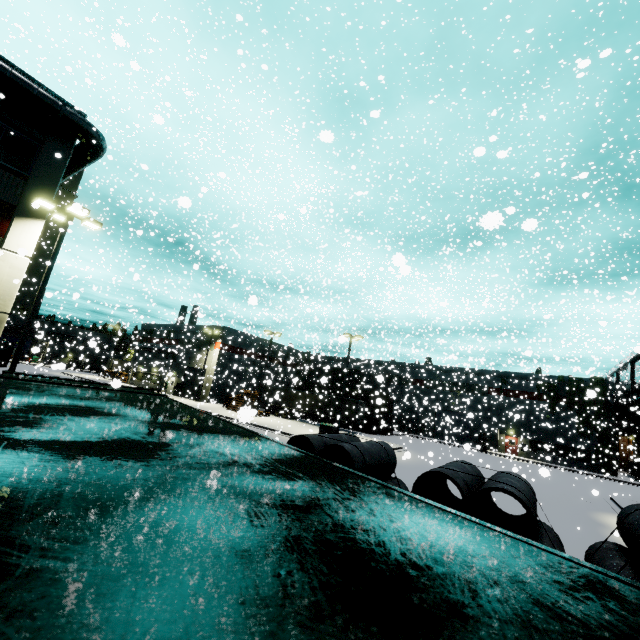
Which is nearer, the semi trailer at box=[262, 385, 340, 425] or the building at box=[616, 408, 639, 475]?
the building at box=[616, 408, 639, 475]

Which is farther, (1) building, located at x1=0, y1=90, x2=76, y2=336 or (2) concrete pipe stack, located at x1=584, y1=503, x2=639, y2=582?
(1) building, located at x1=0, y1=90, x2=76, y2=336

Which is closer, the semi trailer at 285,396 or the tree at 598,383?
the tree at 598,383

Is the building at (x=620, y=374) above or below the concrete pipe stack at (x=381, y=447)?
above

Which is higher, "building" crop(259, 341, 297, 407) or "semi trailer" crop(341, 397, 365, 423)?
"building" crop(259, 341, 297, 407)

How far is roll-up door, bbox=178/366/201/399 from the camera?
42.6m

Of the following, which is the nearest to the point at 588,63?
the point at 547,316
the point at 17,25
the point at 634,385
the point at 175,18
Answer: the point at 547,316

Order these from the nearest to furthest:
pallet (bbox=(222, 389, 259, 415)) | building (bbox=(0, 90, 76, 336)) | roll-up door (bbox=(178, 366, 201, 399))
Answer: pallet (bbox=(222, 389, 259, 415))
building (bbox=(0, 90, 76, 336))
roll-up door (bbox=(178, 366, 201, 399))
